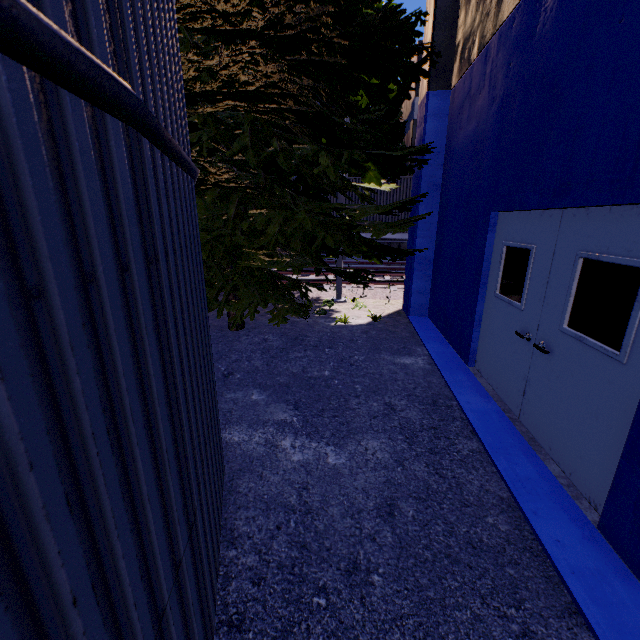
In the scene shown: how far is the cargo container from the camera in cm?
1403

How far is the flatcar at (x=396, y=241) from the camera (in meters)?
14.56

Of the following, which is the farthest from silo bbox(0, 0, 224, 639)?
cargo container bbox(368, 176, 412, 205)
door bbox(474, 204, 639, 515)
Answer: cargo container bbox(368, 176, 412, 205)

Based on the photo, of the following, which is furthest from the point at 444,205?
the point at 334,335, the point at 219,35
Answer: the point at 219,35

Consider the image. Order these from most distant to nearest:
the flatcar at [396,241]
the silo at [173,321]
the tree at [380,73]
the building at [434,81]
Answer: the flatcar at [396,241]
the tree at [380,73]
the building at [434,81]
the silo at [173,321]

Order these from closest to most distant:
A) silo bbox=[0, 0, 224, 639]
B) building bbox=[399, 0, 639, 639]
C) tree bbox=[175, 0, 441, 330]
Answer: silo bbox=[0, 0, 224, 639] < building bbox=[399, 0, 639, 639] < tree bbox=[175, 0, 441, 330]

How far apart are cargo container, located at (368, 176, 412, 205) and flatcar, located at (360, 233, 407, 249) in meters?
0.0 m

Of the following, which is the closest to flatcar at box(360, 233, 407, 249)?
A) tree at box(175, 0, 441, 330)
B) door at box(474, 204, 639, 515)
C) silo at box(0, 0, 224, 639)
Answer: tree at box(175, 0, 441, 330)
